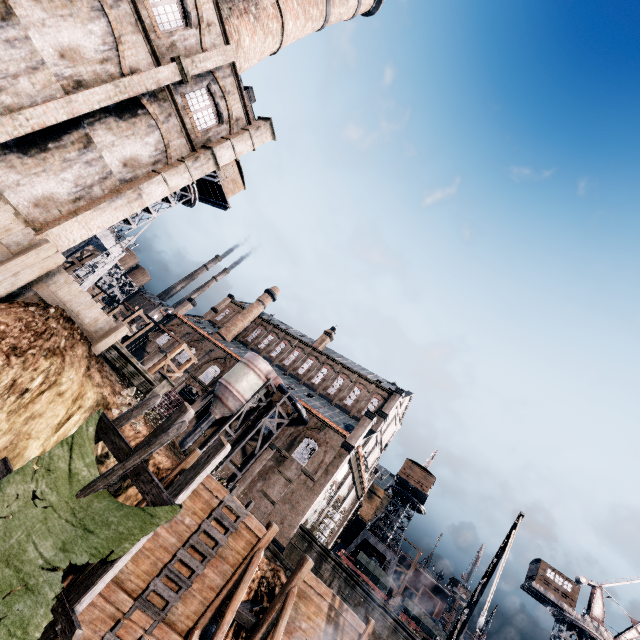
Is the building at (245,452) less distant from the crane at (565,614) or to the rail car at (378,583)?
the rail car at (378,583)

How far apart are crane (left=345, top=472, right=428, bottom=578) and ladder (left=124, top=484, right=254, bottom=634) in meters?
45.4

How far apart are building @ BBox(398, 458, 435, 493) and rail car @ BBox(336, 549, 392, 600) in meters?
12.8 m

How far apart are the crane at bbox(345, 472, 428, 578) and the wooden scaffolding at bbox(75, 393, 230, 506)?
50.21m

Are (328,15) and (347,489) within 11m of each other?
no

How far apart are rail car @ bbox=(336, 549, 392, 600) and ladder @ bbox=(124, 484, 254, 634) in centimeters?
3492cm

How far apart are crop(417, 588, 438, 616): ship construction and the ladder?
55.02m

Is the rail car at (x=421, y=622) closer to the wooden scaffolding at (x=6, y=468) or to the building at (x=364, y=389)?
the building at (x=364, y=389)
